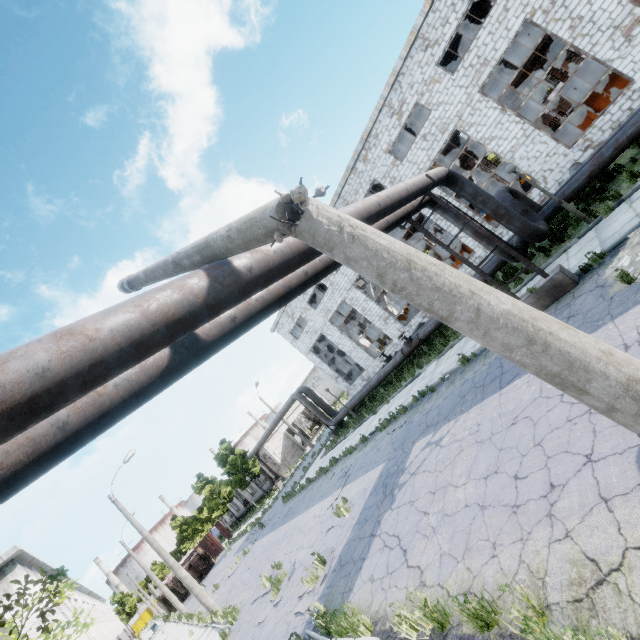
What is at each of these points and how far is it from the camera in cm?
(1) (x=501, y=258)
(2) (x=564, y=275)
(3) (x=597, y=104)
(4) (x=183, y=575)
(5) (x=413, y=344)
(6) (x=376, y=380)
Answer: (1) pipe, 1208
(2) pipe holder, 859
(3) cable machine, 1583
(4) lamp post, 1759
(5) pipe valve, 1900
(6) pipe, 2191

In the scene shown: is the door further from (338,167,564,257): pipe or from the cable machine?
the cable machine

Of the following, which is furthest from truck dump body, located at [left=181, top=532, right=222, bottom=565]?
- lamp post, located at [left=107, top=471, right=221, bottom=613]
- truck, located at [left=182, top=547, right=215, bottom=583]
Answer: lamp post, located at [left=107, top=471, right=221, bottom=613]

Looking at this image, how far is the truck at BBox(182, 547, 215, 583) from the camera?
38.7 meters

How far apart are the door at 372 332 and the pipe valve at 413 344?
18.6 meters

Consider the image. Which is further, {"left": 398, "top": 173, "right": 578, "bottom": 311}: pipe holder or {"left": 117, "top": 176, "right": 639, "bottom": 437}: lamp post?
{"left": 398, "top": 173, "right": 578, "bottom": 311}: pipe holder

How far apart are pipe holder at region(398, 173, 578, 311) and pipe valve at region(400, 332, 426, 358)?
8.5m

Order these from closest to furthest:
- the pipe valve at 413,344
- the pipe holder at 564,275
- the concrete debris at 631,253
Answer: the concrete debris at 631,253
the pipe holder at 564,275
the pipe valve at 413,344
